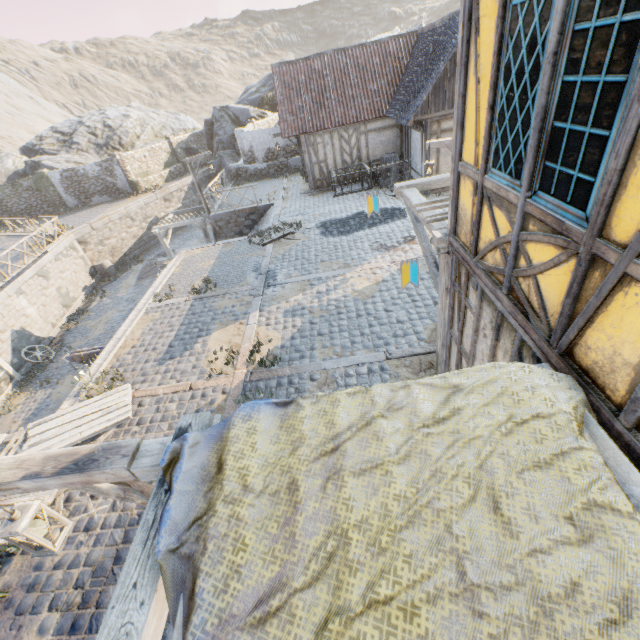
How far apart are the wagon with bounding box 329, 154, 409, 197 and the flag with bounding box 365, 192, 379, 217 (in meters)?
9.39

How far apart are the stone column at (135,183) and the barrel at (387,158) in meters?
21.1

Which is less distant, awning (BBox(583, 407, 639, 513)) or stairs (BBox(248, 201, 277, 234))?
awning (BBox(583, 407, 639, 513))

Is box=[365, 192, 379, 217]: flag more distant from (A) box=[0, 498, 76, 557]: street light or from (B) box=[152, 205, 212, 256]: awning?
(B) box=[152, 205, 212, 256]: awning

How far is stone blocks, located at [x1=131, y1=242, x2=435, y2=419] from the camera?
7.0m

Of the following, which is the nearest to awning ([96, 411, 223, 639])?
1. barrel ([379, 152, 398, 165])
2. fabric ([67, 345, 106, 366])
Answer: fabric ([67, 345, 106, 366])

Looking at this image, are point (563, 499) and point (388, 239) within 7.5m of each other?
no

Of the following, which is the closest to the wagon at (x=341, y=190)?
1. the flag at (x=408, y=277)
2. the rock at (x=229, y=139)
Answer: the rock at (x=229, y=139)
